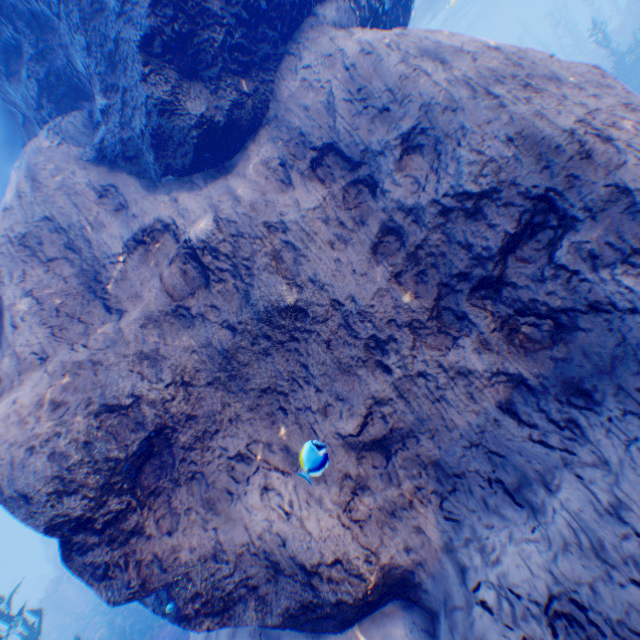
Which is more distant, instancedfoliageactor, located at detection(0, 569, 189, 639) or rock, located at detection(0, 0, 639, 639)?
Result: instancedfoliageactor, located at detection(0, 569, 189, 639)

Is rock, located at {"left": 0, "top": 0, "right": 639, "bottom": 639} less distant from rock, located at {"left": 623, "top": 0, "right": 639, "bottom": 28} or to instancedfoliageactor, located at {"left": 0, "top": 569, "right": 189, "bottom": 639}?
instancedfoliageactor, located at {"left": 0, "top": 569, "right": 189, "bottom": 639}

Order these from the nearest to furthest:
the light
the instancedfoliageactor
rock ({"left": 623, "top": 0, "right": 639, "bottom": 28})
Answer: the light → the instancedfoliageactor → rock ({"left": 623, "top": 0, "right": 639, "bottom": 28})

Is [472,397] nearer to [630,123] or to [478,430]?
[478,430]

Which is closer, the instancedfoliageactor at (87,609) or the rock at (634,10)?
the instancedfoliageactor at (87,609)

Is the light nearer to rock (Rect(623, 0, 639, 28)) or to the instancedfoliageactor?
the instancedfoliageactor

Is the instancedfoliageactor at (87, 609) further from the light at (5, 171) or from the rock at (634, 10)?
the rock at (634, 10)
